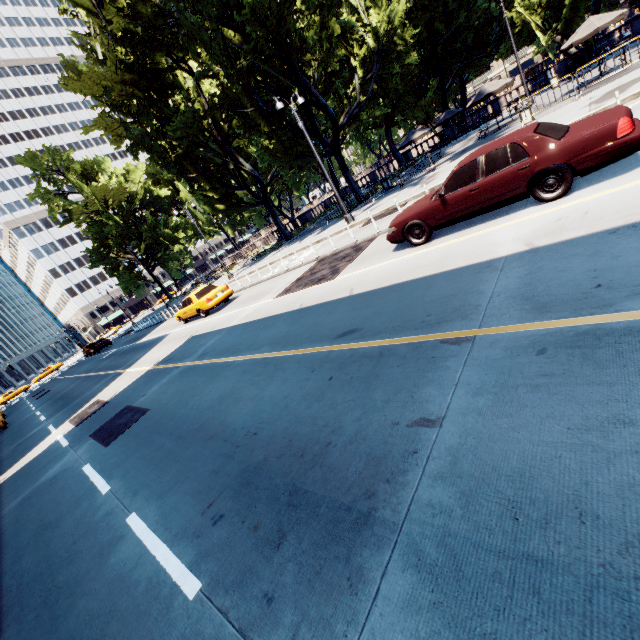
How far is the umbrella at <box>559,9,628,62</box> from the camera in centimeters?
1606cm

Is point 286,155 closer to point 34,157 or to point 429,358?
point 429,358

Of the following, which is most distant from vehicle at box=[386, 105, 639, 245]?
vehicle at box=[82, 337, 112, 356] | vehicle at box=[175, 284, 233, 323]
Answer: vehicle at box=[82, 337, 112, 356]

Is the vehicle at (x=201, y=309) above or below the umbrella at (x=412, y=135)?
below

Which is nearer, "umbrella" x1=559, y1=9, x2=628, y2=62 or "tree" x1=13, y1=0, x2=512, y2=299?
"umbrella" x1=559, y1=9, x2=628, y2=62

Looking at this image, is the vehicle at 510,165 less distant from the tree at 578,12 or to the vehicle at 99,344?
the tree at 578,12

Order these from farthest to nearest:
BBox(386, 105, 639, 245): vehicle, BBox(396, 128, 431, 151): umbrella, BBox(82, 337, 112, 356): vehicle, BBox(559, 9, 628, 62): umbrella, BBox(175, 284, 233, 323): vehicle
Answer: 1. BBox(82, 337, 112, 356): vehicle
2. BBox(396, 128, 431, 151): umbrella
3. BBox(175, 284, 233, 323): vehicle
4. BBox(559, 9, 628, 62): umbrella
5. BBox(386, 105, 639, 245): vehicle

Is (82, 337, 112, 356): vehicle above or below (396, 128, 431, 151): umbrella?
below
